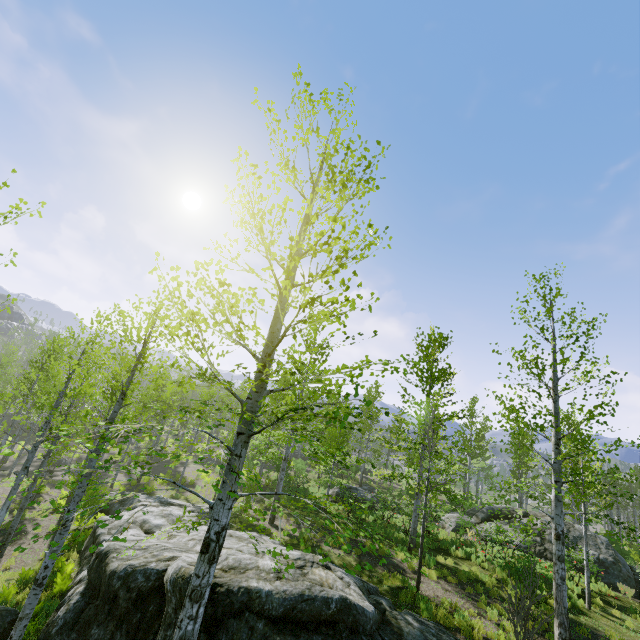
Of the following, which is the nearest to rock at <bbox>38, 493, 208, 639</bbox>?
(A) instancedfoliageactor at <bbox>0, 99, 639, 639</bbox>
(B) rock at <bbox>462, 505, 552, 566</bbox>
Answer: (A) instancedfoliageactor at <bbox>0, 99, 639, 639</bbox>

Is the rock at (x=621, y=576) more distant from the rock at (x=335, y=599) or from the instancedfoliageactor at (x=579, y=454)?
the rock at (x=335, y=599)

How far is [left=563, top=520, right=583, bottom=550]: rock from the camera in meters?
18.1

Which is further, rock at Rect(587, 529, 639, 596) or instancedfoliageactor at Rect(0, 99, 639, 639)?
rock at Rect(587, 529, 639, 596)

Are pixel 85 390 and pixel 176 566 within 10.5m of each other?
yes

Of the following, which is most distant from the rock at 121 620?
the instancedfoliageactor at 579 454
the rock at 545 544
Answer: the rock at 545 544

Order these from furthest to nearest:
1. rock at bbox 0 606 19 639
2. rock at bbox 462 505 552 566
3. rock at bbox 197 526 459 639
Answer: rock at bbox 462 505 552 566 → rock at bbox 0 606 19 639 → rock at bbox 197 526 459 639
